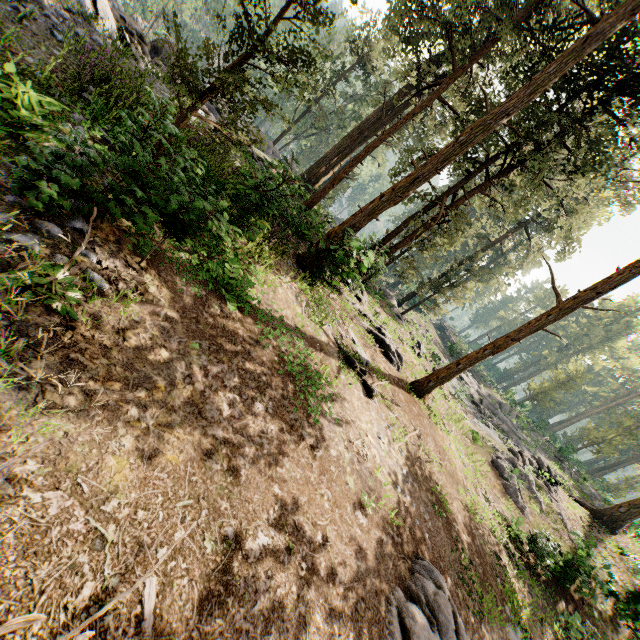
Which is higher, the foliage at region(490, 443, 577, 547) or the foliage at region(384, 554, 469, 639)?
the foliage at region(490, 443, 577, 547)

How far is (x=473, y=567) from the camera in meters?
9.9 m

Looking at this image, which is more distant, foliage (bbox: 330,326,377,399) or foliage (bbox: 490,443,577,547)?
foliage (bbox: 490,443,577,547)

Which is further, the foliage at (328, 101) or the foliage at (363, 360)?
the foliage at (363, 360)

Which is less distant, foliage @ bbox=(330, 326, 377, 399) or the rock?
the rock

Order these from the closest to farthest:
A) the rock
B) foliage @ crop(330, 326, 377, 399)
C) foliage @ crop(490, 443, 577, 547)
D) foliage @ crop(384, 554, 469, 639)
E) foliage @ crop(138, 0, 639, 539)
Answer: foliage @ crop(384, 554, 469, 639), foliage @ crop(138, 0, 639, 539), the rock, foliage @ crop(330, 326, 377, 399), foliage @ crop(490, 443, 577, 547)

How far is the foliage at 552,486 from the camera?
18.1m
